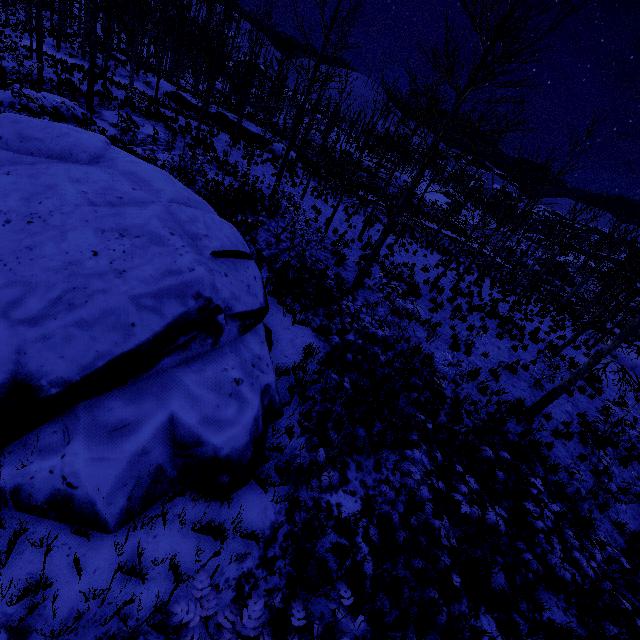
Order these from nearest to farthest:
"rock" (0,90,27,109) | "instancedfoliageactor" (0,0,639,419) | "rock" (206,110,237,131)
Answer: "instancedfoliageactor" (0,0,639,419) < "rock" (0,90,27,109) < "rock" (206,110,237,131)

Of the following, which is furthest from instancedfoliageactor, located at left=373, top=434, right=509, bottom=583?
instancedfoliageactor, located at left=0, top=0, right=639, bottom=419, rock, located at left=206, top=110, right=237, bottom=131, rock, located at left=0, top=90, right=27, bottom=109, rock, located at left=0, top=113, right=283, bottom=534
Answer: rock, located at left=0, top=90, right=27, bottom=109

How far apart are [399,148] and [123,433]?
10.2 meters

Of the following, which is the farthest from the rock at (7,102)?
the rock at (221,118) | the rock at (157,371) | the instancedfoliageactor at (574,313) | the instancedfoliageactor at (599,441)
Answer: the rock at (221,118)

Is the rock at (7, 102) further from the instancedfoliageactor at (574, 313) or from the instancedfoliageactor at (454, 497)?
the instancedfoliageactor at (574, 313)

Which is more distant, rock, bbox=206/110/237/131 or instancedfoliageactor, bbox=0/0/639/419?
rock, bbox=206/110/237/131

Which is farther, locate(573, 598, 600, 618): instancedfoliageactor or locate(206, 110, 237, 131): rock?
locate(206, 110, 237, 131): rock
